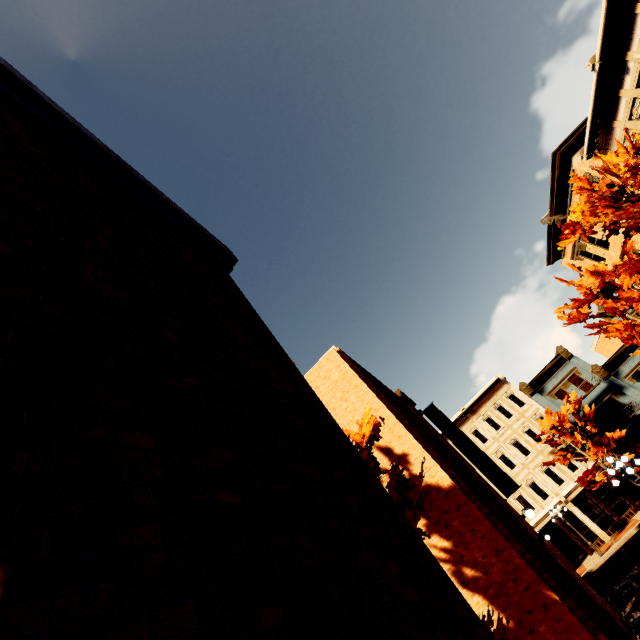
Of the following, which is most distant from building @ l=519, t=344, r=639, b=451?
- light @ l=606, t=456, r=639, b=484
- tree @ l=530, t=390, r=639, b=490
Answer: light @ l=606, t=456, r=639, b=484

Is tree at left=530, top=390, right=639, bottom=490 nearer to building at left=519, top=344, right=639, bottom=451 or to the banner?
building at left=519, top=344, right=639, bottom=451

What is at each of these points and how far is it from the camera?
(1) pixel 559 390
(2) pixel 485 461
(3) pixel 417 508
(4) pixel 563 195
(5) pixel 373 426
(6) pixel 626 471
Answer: (1) building, 29.7 meters
(2) banner, 14.9 meters
(3) tree, 5.8 meters
(4) building, 21.4 meters
(5) tree, 7.3 meters
(6) light, 12.8 meters

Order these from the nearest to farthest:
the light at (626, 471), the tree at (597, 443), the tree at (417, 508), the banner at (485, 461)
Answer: the tree at (417, 508)
the light at (626, 471)
the banner at (485, 461)
the tree at (597, 443)

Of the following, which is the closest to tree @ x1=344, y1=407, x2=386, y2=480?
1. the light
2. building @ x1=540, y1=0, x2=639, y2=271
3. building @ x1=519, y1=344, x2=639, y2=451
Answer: the light

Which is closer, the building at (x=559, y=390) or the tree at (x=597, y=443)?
the tree at (x=597, y=443)

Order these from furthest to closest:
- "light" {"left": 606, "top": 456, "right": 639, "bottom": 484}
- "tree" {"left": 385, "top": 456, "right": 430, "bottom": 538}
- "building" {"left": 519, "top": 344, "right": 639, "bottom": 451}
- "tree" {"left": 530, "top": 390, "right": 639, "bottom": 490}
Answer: "building" {"left": 519, "top": 344, "right": 639, "bottom": 451}
"tree" {"left": 530, "top": 390, "right": 639, "bottom": 490}
"light" {"left": 606, "top": 456, "right": 639, "bottom": 484}
"tree" {"left": 385, "top": 456, "right": 430, "bottom": 538}

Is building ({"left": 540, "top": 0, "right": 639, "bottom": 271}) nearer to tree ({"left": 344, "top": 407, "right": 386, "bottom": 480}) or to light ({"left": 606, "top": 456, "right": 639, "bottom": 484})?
light ({"left": 606, "top": 456, "right": 639, "bottom": 484})
